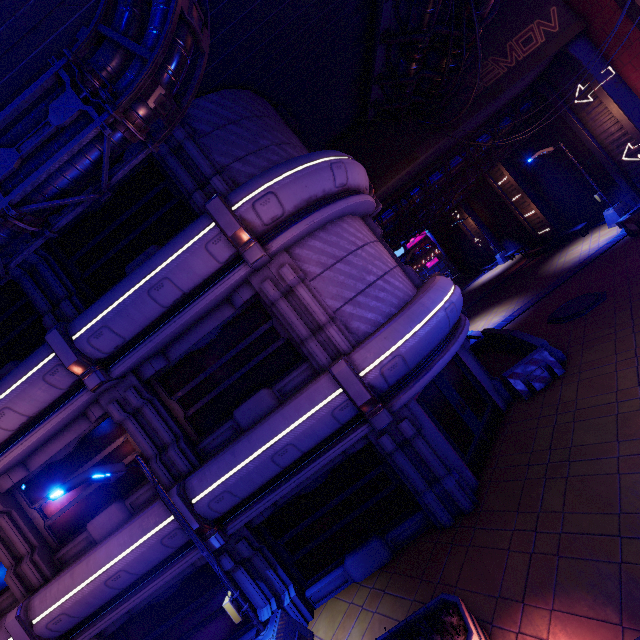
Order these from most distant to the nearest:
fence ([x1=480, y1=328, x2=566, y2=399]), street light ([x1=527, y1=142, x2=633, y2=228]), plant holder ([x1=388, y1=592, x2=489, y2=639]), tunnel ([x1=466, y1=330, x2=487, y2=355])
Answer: street light ([x1=527, y1=142, x2=633, y2=228]), tunnel ([x1=466, y1=330, x2=487, y2=355]), fence ([x1=480, y1=328, x2=566, y2=399]), plant holder ([x1=388, y1=592, x2=489, y2=639])

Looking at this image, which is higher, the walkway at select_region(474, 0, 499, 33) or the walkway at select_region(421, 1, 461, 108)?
the walkway at select_region(421, 1, 461, 108)

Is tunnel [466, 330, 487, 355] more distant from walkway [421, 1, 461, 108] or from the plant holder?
the plant holder

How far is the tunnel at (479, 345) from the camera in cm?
1567

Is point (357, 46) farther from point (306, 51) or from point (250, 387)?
point (250, 387)

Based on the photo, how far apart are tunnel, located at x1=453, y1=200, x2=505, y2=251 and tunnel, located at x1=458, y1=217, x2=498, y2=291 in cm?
52

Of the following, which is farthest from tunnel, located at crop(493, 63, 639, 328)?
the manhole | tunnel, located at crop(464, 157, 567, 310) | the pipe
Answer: the pipe

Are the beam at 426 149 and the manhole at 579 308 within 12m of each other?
yes
